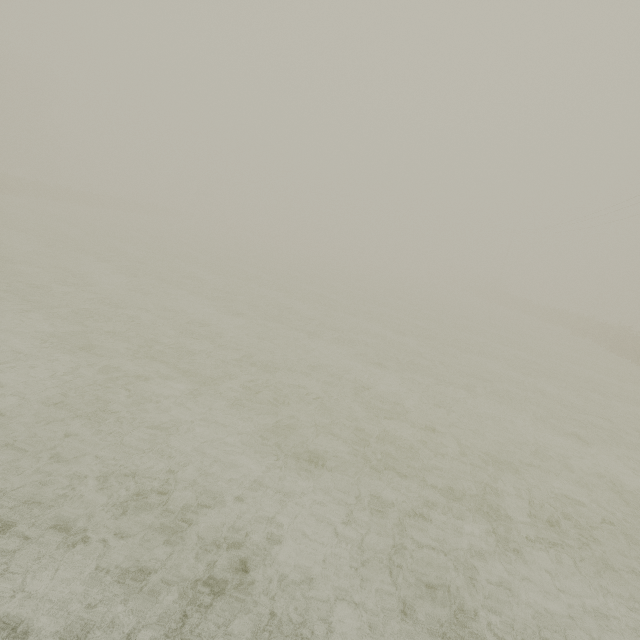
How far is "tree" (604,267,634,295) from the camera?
58.68m

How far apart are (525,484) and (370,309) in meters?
14.7 m

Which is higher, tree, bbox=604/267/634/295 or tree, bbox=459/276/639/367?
tree, bbox=604/267/634/295

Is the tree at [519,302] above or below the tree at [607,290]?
below

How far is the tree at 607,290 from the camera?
58.7m

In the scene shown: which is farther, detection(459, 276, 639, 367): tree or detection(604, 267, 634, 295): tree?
detection(604, 267, 634, 295): tree
